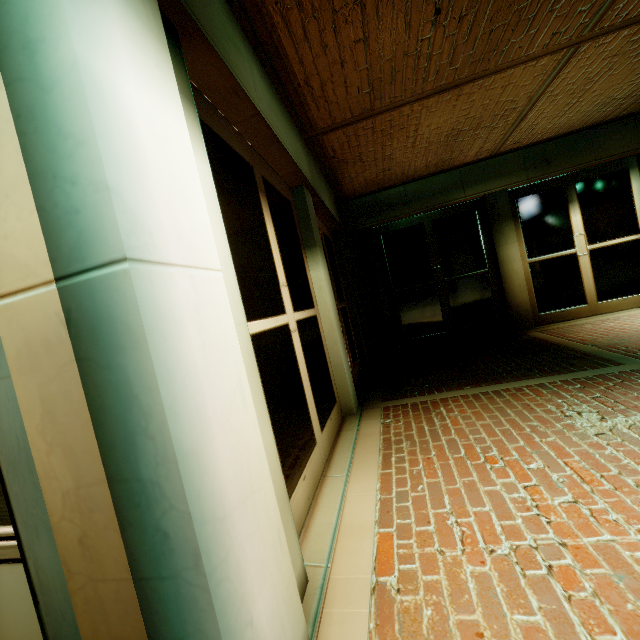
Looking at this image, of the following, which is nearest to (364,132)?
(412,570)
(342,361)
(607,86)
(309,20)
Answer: (309,20)
